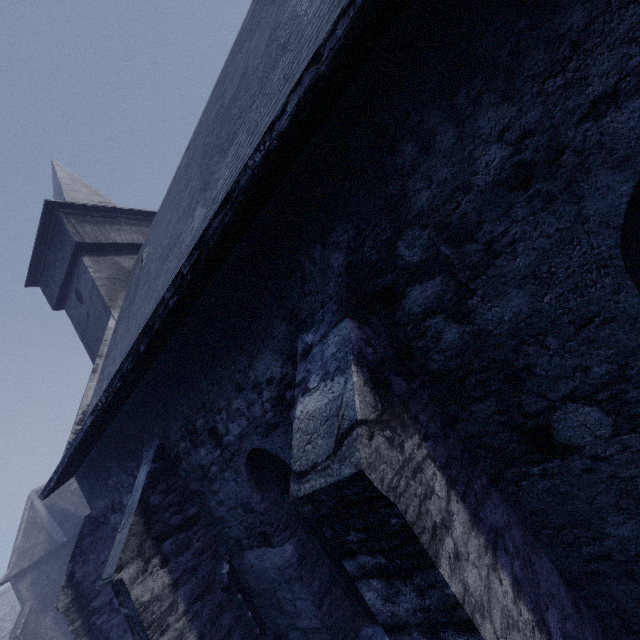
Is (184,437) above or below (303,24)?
below
